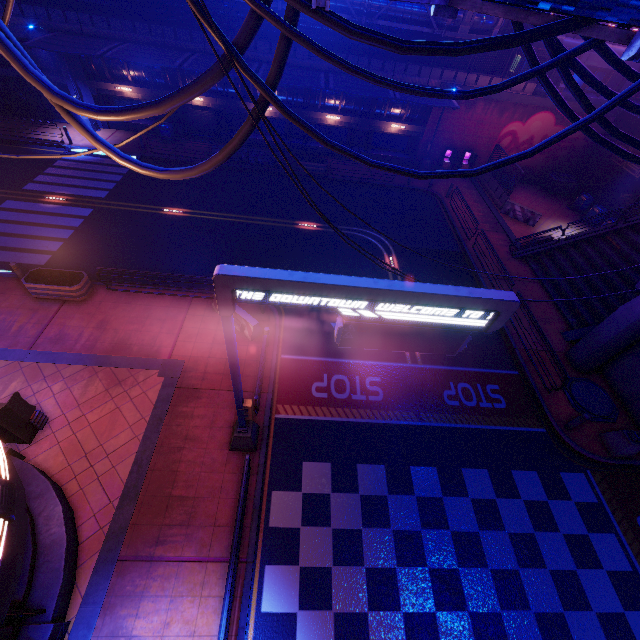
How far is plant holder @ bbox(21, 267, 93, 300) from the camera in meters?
12.9 m

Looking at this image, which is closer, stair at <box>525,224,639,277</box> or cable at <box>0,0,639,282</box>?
cable at <box>0,0,639,282</box>

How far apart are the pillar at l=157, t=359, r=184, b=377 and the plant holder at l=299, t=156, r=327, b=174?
17.4m

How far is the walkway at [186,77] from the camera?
22.0m

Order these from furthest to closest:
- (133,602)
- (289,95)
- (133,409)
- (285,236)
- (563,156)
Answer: (563,156)
(289,95)
(285,236)
(133,409)
(133,602)

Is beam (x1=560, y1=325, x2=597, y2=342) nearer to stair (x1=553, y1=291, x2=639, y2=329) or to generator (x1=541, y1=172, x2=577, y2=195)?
stair (x1=553, y1=291, x2=639, y2=329)

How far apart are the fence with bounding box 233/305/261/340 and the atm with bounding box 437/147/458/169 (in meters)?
21.49
